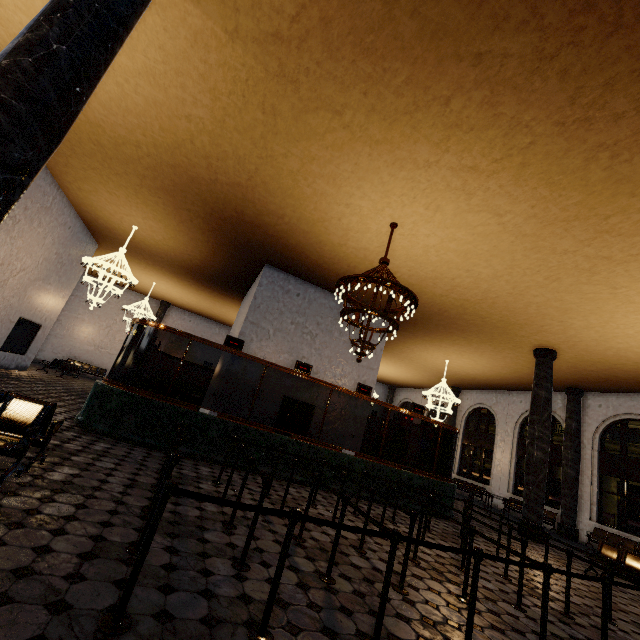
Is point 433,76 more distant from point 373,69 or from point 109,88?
point 109,88
